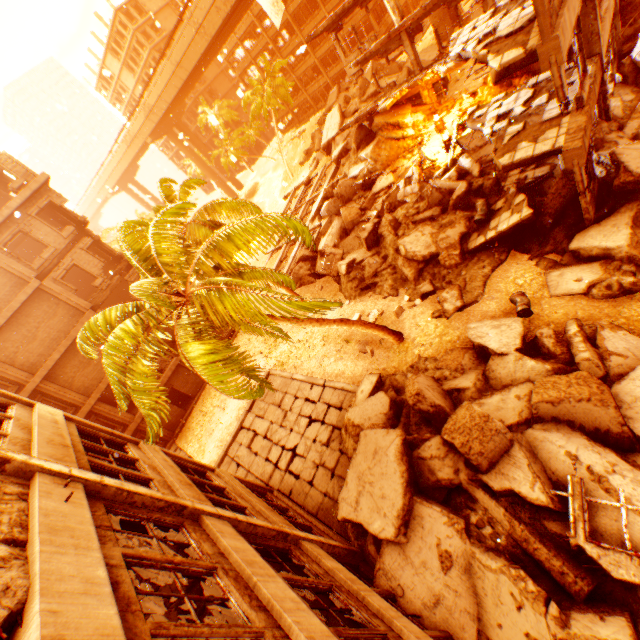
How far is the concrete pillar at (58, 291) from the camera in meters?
18.8 m

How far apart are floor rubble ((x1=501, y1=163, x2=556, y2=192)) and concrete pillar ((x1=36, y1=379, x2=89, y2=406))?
25.7m

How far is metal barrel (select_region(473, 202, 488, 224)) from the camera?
13.7 meters

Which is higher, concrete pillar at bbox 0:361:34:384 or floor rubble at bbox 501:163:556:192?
concrete pillar at bbox 0:361:34:384

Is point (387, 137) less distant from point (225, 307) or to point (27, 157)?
point (225, 307)

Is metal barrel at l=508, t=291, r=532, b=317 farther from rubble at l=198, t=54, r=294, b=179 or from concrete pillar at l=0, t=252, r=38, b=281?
concrete pillar at l=0, t=252, r=38, b=281

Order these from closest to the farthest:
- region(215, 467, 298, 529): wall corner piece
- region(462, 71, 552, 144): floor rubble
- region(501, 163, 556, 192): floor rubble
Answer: region(215, 467, 298, 529): wall corner piece < region(462, 71, 552, 144): floor rubble < region(501, 163, 556, 192): floor rubble

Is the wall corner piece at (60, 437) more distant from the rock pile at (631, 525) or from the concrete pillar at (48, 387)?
the concrete pillar at (48, 387)
